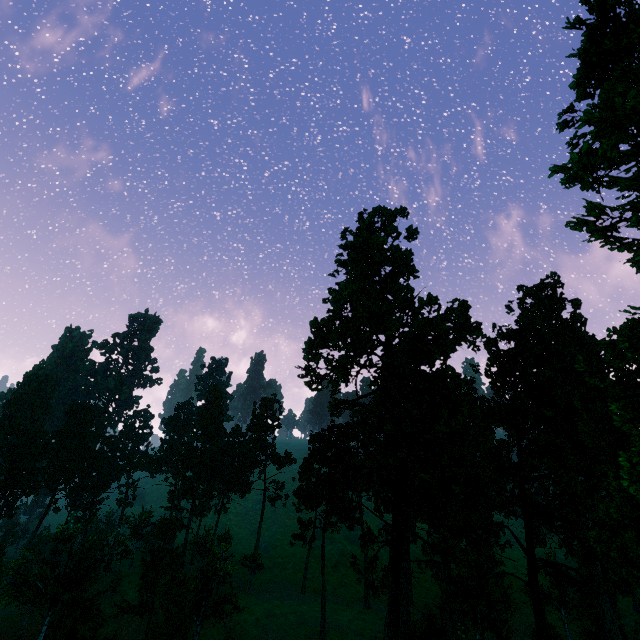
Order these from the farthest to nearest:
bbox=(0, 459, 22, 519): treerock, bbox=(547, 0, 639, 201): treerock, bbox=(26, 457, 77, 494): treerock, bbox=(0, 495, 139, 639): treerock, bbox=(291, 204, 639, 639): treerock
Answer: bbox=(0, 459, 22, 519): treerock, bbox=(26, 457, 77, 494): treerock, bbox=(0, 495, 139, 639): treerock, bbox=(291, 204, 639, 639): treerock, bbox=(547, 0, 639, 201): treerock

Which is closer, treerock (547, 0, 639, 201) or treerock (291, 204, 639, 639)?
treerock (547, 0, 639, 201)

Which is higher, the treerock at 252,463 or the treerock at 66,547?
the treerock at 252,463

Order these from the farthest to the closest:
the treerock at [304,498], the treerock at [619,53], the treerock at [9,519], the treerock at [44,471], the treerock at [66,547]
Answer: the treerock at [9,519], the treerock at [44,471], the treerock at [66,547], the treerock at [304,498], the treerock at [619,53]

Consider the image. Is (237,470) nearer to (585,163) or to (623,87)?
(585,163)

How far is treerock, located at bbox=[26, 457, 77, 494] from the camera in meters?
56.8 m
